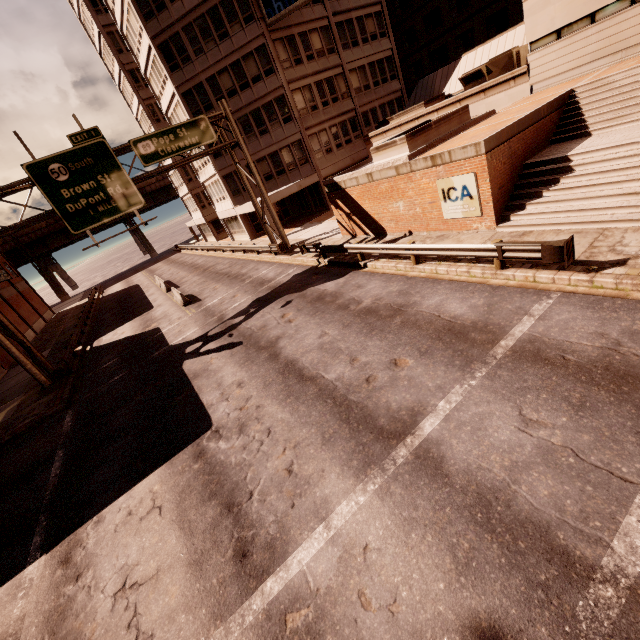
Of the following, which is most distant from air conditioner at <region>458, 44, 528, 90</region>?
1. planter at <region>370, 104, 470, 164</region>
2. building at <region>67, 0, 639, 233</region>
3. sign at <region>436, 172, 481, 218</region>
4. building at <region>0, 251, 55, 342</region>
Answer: building at <region>0, 251, 55, 342</region>

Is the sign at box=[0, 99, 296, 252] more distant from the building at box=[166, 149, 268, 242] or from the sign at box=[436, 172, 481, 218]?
the sign at box=[436, 172, 481, 218]

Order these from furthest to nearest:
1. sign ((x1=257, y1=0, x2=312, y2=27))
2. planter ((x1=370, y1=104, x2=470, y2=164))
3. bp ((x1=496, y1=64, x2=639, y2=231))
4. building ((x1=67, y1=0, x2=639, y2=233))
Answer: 1. sign ((x1=257, y1=0, x2=312, y2=27))
2. building ((x1=67, y1=0, x2=639, y2=233))
3. planter ((x1=370, y1=104, x2=470, y2=164))
4. bp ((x1=496, y1=64, x2=639, y2=231))

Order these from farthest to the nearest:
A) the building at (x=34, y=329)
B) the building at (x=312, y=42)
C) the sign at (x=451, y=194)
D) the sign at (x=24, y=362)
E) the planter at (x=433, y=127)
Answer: the building at (x=34, y=329)
the sign at (x=24, y=362)
the building at (x=312, y=42)
the planter at (x=433, y=127)
the sign at (x=451, y=194)

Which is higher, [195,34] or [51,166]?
[195,34]

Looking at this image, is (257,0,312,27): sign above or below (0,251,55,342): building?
above

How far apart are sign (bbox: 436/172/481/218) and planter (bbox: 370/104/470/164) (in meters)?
2.55

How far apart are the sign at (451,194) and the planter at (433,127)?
2.6m
